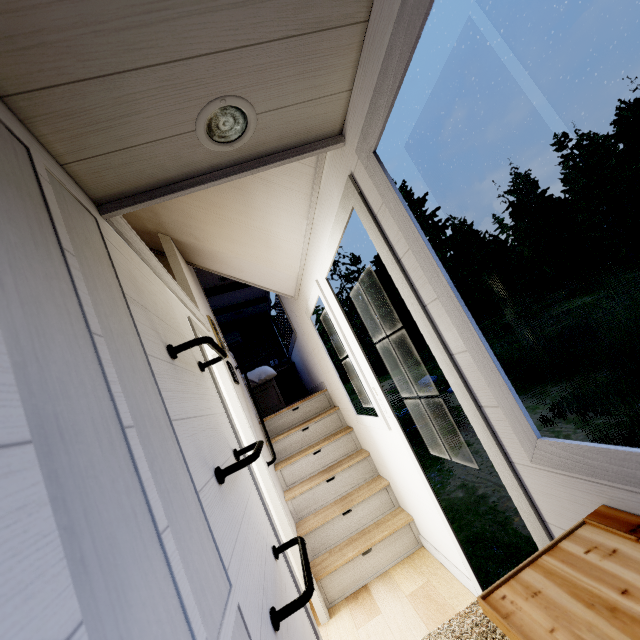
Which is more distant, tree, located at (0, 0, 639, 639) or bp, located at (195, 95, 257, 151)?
bp, located at (195, 95, 257, 151)

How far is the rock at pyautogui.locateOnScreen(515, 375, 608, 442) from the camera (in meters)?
5.79

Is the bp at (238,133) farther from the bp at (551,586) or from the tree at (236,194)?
the bp at (551,586)

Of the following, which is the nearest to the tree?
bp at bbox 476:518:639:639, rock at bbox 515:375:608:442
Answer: bp at bbox 476:518:639:639

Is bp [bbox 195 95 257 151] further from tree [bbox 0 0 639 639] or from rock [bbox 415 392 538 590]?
rock [bbox 415 392 538 590]

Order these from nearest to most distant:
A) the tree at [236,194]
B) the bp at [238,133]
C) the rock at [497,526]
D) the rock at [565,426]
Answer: the tree at [236,194] < the bp at [238,133] < the rock at [497,526] < the rock at [565,426]

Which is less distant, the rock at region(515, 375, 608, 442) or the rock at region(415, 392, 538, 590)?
the rock at region(415, 392, 538, 590)

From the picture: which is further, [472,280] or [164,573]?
[472,280]
